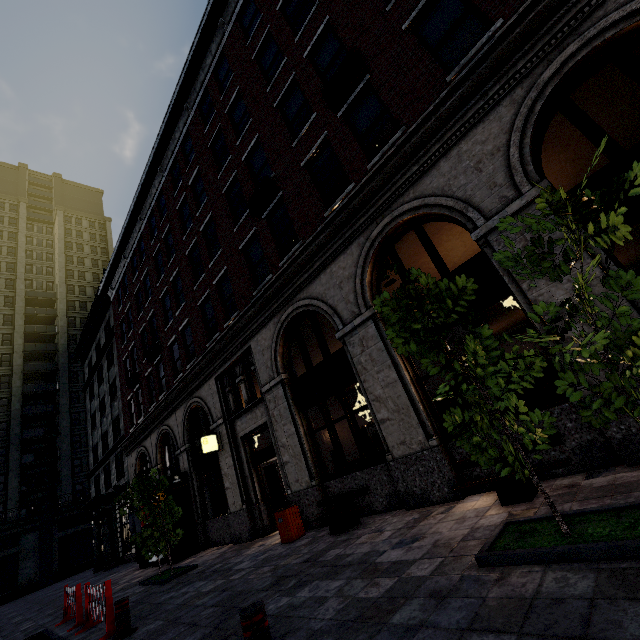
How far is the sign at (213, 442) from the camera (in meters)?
12.07

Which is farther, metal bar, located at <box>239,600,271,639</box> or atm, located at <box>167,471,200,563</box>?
atm, located at <box>167,471,200,563</box>

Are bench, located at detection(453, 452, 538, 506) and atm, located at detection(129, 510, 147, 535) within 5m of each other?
no

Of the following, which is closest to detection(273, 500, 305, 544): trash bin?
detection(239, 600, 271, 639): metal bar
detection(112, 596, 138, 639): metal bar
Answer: → detection(112, 596, 138, 639): metal bar

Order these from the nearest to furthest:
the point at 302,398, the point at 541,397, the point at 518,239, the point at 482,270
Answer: the point at 518,239 < the point at 482,270 < the point at 302,398 < the point at 541,397

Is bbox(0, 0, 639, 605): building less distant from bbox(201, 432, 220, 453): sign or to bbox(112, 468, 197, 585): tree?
→ bbox(201, 432, 220, 453): sign

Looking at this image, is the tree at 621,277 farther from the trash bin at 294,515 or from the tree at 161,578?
the tree at 161,578

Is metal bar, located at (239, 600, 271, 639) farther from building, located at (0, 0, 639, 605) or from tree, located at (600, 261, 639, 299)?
building, located at (0, 0, 639, 605)
